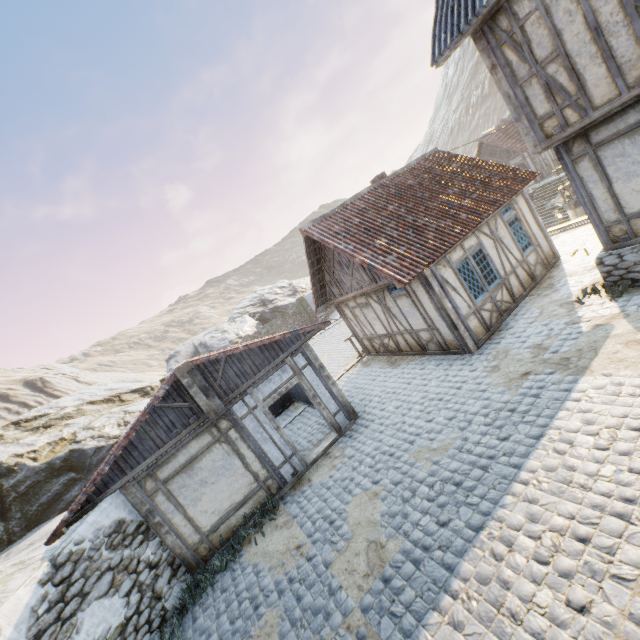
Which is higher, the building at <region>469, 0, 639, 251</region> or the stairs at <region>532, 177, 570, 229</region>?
the building at <region>469, 0, 639, 251</region>

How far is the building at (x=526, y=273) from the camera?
9.4m

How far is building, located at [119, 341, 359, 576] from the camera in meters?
7.8

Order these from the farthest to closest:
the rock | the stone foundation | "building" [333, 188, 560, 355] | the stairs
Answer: the stairs
the rock
"building" [333, 188, 560, 355]
the stone foundation

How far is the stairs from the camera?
23.11m

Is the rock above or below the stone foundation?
above

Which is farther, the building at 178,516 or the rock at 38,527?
the rock at 38,527

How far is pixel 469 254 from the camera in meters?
9.8
